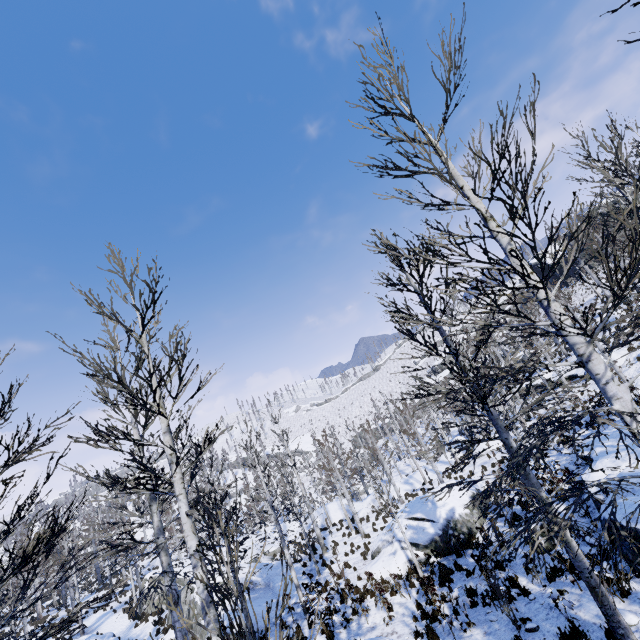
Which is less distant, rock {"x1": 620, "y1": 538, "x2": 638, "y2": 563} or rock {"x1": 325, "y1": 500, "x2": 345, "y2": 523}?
rock {"x1": 620, "y1": 538, "x2": 638, "y2": 563}

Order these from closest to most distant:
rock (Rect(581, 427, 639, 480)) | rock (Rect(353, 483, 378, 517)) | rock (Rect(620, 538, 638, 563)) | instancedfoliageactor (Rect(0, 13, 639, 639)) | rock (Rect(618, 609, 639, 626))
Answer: instancedfoliageactor (Rect(0, 13, 639, 639))
rock (Rect(618, 609, 639, 626))
rock (Rect(620, 538, 638, 563))
rock (Rect(581, 427, 639, 480))
rock (Rect(353, 483, 378, 517))

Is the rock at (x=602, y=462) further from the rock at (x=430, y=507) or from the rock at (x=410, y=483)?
the rock at (x=410, y=483)

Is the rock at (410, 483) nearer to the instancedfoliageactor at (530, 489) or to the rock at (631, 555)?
the instancedfoliageactor at (530, 489)

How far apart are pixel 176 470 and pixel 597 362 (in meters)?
7.17

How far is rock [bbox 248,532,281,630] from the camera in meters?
15.0 m

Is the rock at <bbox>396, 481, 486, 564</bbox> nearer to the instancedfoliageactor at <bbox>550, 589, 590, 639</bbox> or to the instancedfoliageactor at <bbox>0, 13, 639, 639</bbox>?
the instancedfoliageactor at <bbox>0, 13, 639, 639</bbox>

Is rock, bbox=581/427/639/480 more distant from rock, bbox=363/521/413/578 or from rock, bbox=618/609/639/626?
rock, bbox=363/521/413/578
